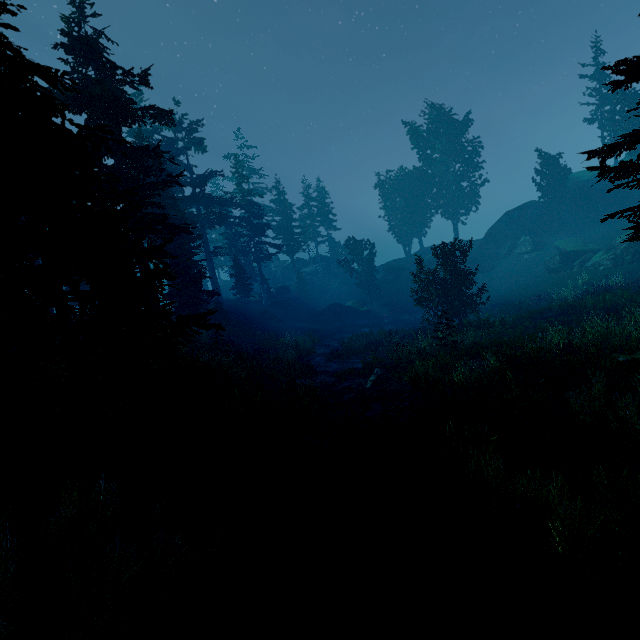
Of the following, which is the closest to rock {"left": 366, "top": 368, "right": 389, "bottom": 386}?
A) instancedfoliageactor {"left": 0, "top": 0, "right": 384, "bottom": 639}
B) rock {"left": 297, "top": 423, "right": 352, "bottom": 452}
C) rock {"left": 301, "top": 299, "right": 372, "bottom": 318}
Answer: instancedfoliageactor {"left": 0, "top": 0, "right": 384, "bottom": 639}

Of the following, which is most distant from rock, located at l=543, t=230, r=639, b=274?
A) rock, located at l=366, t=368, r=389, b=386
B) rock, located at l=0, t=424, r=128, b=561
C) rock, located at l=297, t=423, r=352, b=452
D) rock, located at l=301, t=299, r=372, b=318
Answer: rock, located at l=0, t=424, r=128, b=561

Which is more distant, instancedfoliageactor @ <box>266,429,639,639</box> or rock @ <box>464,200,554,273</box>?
rock @ <box>464,200,554,273</box>

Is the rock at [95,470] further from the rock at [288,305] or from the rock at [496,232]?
the rock at [288,305]

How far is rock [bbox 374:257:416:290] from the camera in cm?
4700

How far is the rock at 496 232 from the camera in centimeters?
3953cm

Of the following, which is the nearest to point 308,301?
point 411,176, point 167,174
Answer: point 411,176

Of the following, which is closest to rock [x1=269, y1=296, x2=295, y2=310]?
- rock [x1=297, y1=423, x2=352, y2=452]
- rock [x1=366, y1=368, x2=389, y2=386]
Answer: rock [x1=366, y1=368, x2=389, y2=386]
